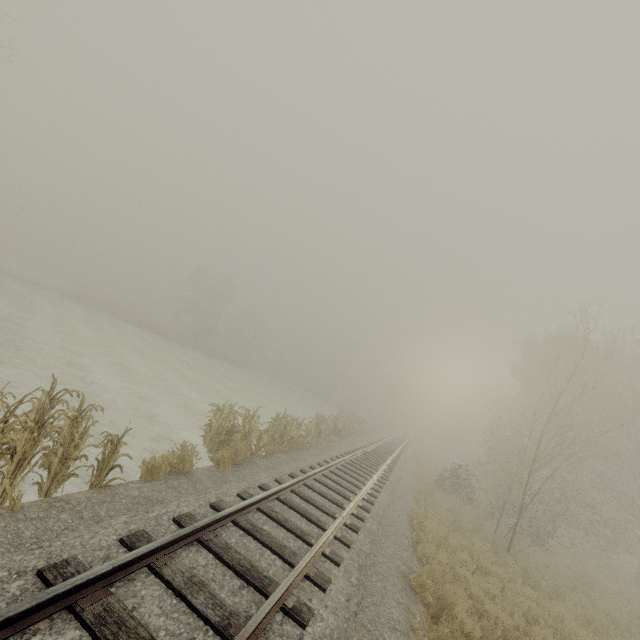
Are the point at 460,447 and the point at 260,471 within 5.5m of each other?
no

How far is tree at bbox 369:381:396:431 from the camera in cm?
4991

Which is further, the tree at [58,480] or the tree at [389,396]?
the tree at [389,396]

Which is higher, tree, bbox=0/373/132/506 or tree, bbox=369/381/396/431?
tree, bbox=369/381/396/431

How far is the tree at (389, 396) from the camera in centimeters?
4991cm

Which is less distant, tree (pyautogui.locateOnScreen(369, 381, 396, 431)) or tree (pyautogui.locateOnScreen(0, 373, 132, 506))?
tree (pyautogui.locateOnScreen(0, 373, 132, 506))
